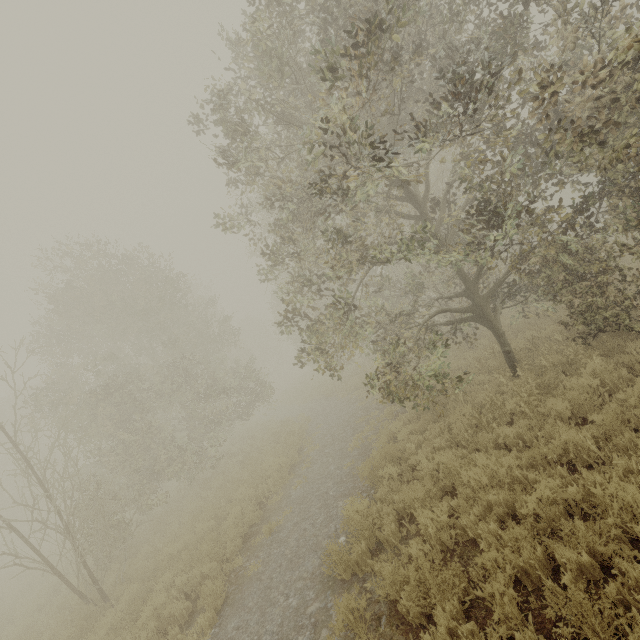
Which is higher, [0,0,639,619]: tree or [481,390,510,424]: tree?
[0,0,639,619]: tree

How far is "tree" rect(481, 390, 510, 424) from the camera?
7.37m

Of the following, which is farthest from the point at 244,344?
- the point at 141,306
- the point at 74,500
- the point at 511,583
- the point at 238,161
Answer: the point at 511,583

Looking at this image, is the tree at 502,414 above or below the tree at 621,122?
below

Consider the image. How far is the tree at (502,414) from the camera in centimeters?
737cm

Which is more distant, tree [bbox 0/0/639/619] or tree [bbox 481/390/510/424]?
tree [bbox 481/390/510/424]
